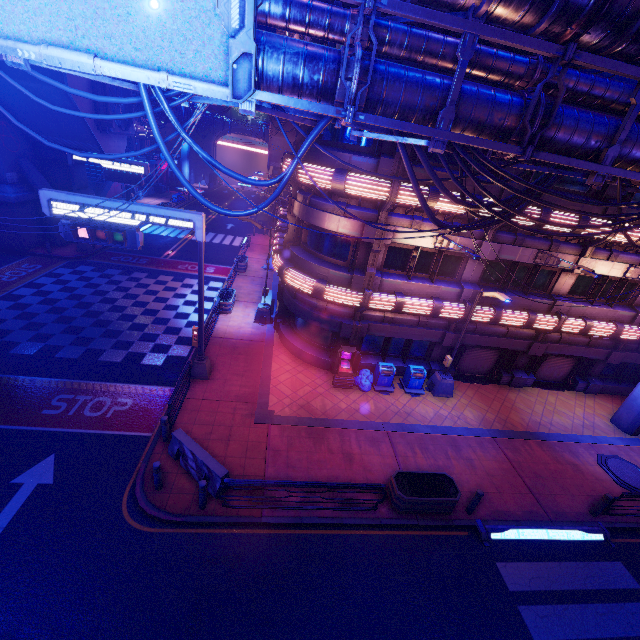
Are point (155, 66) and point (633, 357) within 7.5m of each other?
no

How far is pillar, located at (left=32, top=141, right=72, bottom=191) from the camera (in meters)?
23.77

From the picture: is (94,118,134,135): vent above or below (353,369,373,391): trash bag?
above

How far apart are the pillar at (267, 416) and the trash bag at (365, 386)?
4.3 meters

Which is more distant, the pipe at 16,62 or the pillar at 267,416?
the pillar at 267,416

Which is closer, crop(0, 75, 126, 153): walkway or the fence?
the fence

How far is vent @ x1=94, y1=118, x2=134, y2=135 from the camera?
22.62m

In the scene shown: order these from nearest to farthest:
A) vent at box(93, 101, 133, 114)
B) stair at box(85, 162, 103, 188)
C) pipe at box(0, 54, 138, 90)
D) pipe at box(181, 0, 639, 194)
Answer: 1. pipe at box(0, 54, 138, 90)
2. pipe at box(181, 0, 639, 194)
3. vent at box(93, 101, 133, 114)
4. stair at box(85, 162, 103, 188)
